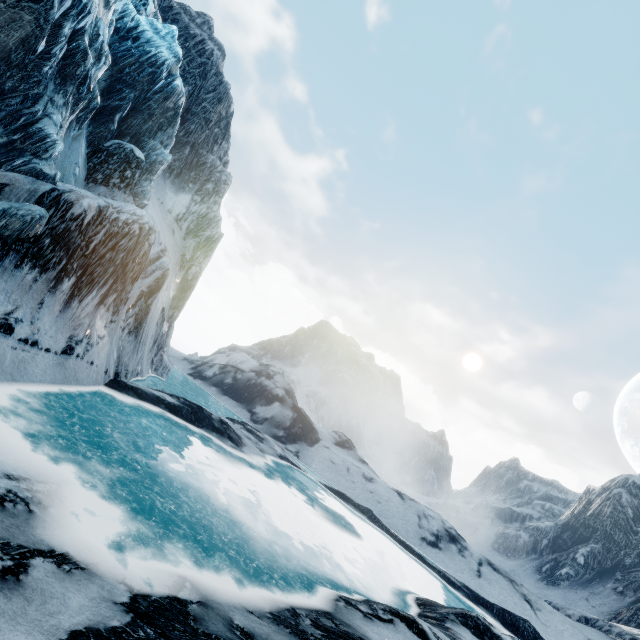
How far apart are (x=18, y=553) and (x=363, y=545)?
15.69m
